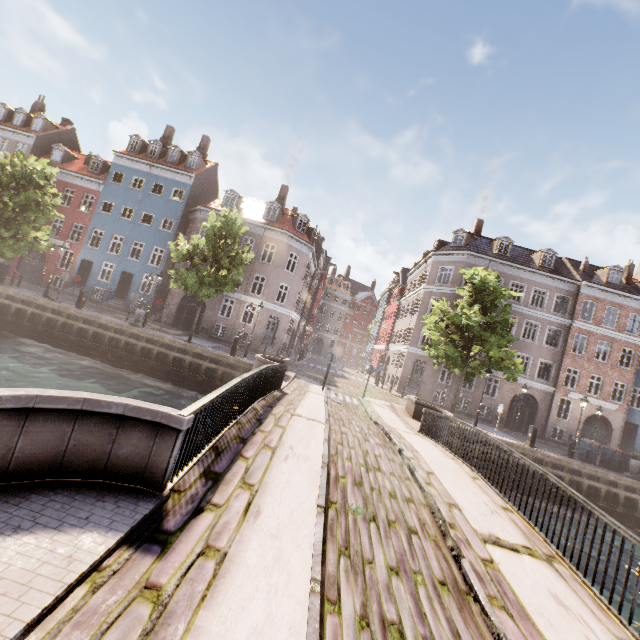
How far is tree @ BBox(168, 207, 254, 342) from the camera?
18.6m

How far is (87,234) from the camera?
29.7m

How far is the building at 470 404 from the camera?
27.55m

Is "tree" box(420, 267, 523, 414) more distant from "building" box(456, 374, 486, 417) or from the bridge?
"building" box(456, 374, 486, 417)

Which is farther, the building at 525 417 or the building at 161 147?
the building at 161 147

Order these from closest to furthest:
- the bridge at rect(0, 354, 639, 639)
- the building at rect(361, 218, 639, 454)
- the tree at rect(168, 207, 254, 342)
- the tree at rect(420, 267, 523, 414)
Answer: the bridge at rect(0, 354, 639, 639)
the tree at rect(420, 267, 523, 414)
the tree at rect(168, 207, 254, 342)
the building at rect(361, 218, 639, 454)
